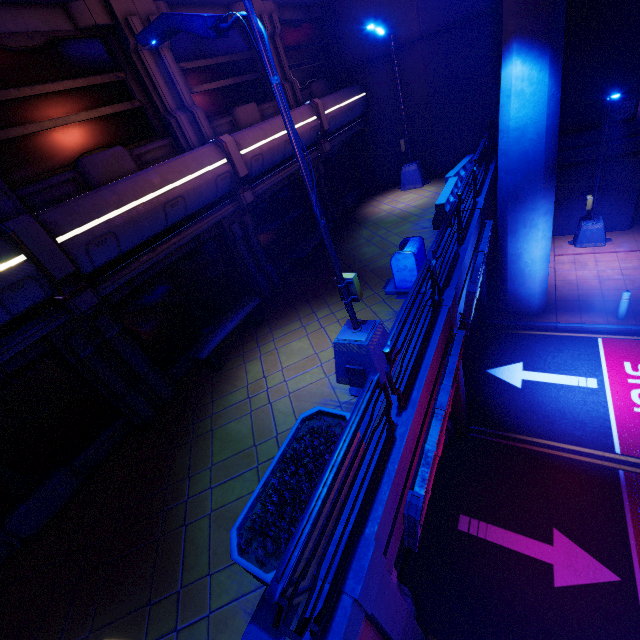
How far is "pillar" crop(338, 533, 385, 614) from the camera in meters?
3.5

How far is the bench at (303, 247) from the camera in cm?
1112

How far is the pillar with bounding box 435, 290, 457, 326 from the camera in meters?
6.9

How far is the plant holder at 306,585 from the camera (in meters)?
3.66

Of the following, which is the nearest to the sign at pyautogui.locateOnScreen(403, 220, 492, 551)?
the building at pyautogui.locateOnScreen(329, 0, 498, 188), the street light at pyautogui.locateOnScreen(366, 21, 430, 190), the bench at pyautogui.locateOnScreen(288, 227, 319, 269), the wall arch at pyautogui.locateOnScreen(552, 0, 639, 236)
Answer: the bench at pyautogui.locateOnScreen(288, 227, 319, 269)

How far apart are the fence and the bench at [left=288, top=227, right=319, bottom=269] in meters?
3.8

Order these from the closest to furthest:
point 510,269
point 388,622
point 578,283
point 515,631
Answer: point 388,622 → point 515,631 → point 510,269 → point 578,283

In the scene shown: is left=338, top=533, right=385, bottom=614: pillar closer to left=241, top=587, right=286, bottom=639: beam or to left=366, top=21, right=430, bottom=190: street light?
left=241, top=587, right=286, bottom=639: beam
